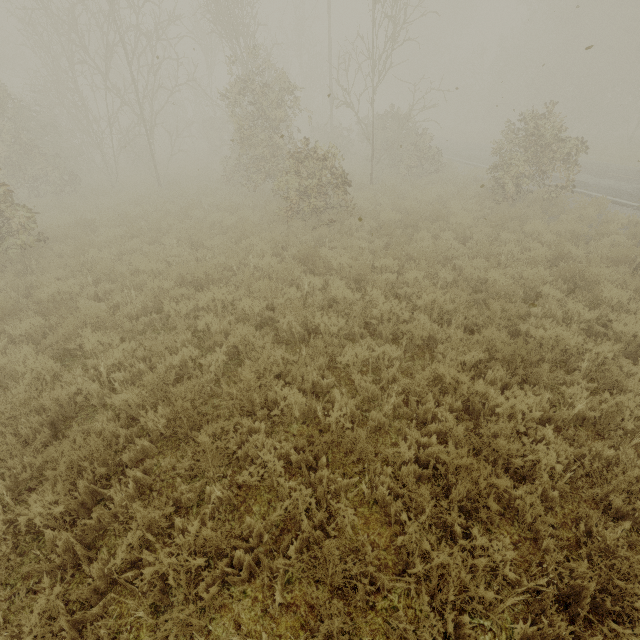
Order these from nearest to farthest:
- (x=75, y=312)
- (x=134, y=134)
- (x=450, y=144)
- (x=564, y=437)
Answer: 1. (x=564, y=437)
2. (x=75, y=312)
3. (x=134, y=134)
4. (x=450, y=144)
